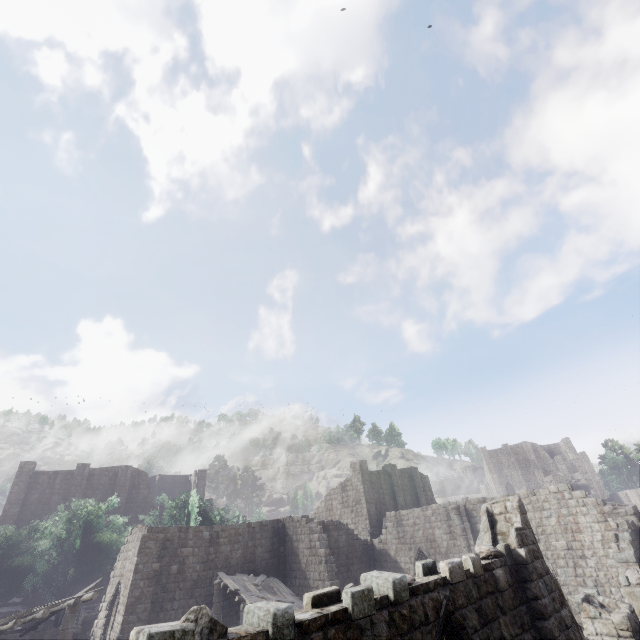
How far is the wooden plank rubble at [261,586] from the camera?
16.95m

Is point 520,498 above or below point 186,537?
below

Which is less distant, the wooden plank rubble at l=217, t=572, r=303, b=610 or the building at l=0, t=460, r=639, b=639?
the building at l=0, t=460, r=639, b=639

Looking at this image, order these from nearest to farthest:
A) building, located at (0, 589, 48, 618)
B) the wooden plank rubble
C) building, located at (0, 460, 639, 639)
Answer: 1. building, located at (0, 460, 639, 639)
2. the wooden plank rubble
3. building, located at (0, 589, 48, 618)

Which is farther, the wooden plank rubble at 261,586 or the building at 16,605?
the building at 16,605

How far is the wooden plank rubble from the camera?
17.0 meters

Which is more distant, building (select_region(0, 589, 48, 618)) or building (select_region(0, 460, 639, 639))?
building (select_region(0, 589, 48, 618))
